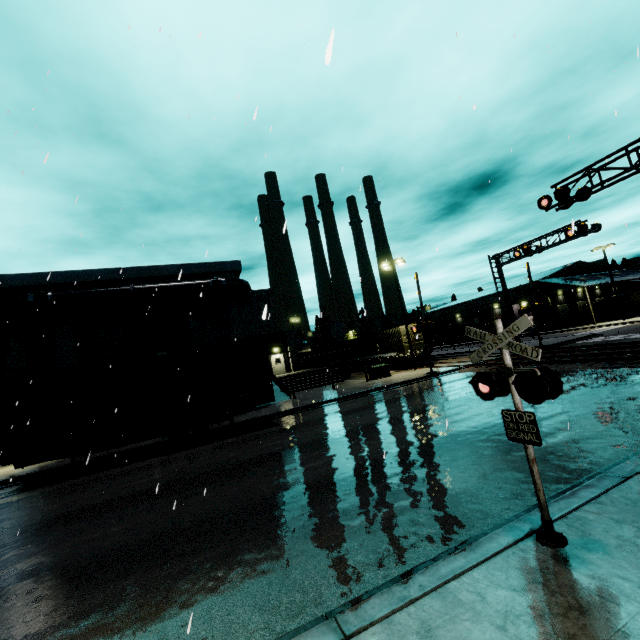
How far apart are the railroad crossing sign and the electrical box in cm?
2202

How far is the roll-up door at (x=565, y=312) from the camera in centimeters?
5059cm

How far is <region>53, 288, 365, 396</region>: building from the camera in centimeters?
1952cm

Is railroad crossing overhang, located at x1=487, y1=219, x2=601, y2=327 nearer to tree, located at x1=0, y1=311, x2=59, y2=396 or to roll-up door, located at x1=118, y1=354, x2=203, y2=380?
tree, located at x1=0, y1=311, x2=59, y2=396

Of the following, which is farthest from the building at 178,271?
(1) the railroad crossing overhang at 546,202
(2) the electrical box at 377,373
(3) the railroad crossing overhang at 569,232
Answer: (1) the railroad crossing overhang at 546,202

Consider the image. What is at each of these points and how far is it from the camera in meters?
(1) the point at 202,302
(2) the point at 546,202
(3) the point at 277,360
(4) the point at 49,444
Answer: (1) building, 22.9 m
(2) railroad crossing overhang, 15.4 m
(3) door, 38.1 m
(4) cargo container, 13.0 m

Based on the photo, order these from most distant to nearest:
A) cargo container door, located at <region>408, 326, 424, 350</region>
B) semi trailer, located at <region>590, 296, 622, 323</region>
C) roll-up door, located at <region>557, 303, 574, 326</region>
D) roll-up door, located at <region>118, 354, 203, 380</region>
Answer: roll-up door, located at <region>557, 303, 574, 326</region> → semi trailer, located at <region>590, 296, 622, 323</region> → cargo container door, located at <region>408, 326, 424, 350</region> → roll-up door, located at <region>118, 354, 203, 380</region>

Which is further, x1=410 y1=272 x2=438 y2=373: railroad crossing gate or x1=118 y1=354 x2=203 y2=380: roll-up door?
x1=410 y1=272 x2=438 y2=373: railroad crossing gate
